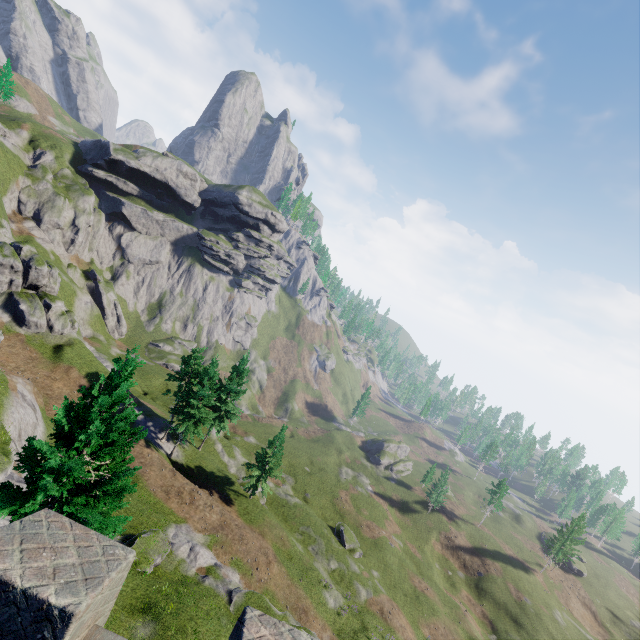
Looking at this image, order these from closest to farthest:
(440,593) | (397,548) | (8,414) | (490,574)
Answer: (8,414) < (440,593) < (397,548) < (490,574)

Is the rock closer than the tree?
No

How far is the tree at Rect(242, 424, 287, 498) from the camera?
37.8m

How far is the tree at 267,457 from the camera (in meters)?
37.81

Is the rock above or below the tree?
above

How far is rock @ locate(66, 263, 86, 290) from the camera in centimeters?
5766cm

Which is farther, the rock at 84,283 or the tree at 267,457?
the rock at 84,283
